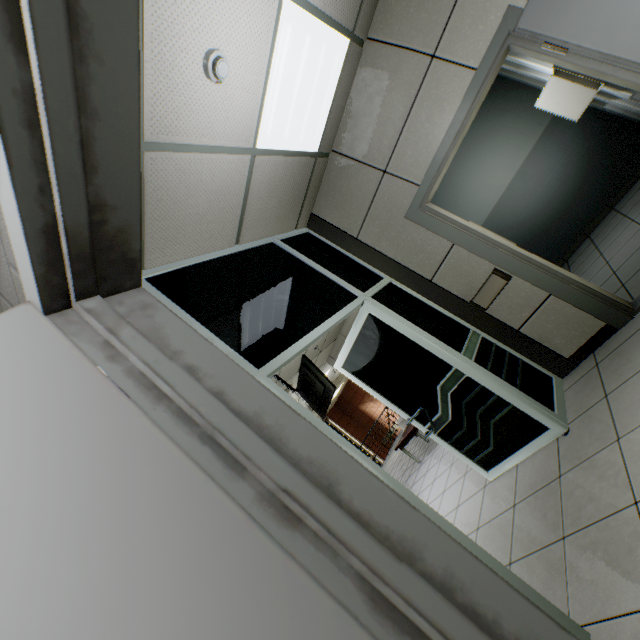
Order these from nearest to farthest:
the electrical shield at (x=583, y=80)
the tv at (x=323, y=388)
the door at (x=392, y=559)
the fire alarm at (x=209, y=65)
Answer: the door at (x=392, y=559) < the fire alarm at (x=209, y=65) < the electrical shield at (x=583, y=80) < the tv at (x=323, y=388)

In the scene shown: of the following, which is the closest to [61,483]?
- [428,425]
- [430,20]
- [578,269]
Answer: [428,425]

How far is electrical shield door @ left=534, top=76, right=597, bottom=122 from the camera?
3.5m

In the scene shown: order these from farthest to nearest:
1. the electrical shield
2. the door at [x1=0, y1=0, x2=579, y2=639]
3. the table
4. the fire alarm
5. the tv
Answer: the table → the tv → the electrical shield → the fire alarm → the door at [x1=0, y1=0, x2=579, y2=639]

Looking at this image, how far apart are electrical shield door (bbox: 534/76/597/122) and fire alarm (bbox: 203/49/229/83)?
3.7 meters

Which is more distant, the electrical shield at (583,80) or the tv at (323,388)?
the tv at (323,388)

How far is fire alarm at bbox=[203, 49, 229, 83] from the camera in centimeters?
192cm

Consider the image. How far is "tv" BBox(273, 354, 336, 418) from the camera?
5.7 meters
